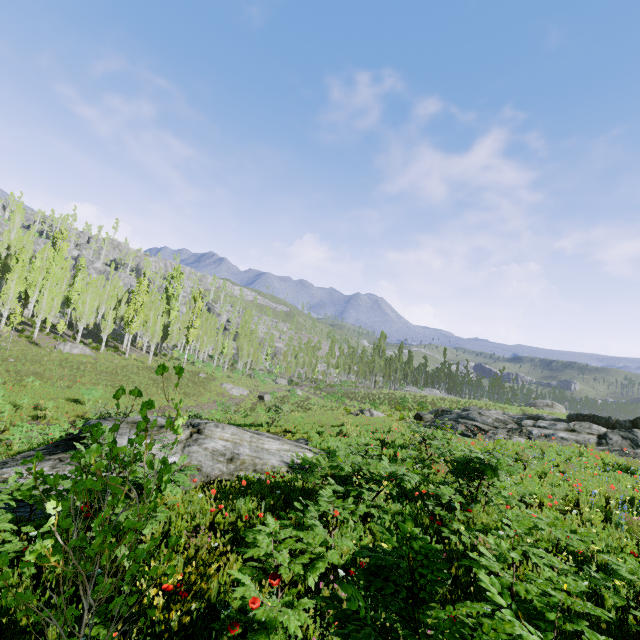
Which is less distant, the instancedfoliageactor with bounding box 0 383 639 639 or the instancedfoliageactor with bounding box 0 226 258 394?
the instancedfoliageactor with bounding box 0 383 639 639

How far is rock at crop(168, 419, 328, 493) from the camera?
8.02m

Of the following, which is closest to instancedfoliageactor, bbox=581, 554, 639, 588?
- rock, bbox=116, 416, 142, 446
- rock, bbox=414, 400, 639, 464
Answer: rock, bbox=414, 400, 639, 464

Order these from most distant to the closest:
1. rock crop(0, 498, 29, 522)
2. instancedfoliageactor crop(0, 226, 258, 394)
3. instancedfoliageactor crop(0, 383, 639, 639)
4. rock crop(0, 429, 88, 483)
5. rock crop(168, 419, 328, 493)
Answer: instancedfoliageactor crop(0, 226, 258, 394) → rock crop(168, 419, 328, 493) → rock crop(0, 429, 88, 483) → rock crop(0, 498, 29, 522) → instancedfoliageactor crop(0, 383, 639, 639)

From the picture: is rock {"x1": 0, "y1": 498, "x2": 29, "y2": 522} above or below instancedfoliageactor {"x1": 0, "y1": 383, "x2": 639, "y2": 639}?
below

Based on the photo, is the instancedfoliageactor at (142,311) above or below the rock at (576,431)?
above

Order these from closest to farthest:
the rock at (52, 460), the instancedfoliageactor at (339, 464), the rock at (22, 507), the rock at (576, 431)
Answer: the instancedfoliageactor at (339, 464) → the rock at (22, 507) → the rock at (52, 460) → the rock at (576, 431)

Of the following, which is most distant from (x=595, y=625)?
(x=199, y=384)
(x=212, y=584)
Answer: (x=199, y=384)
